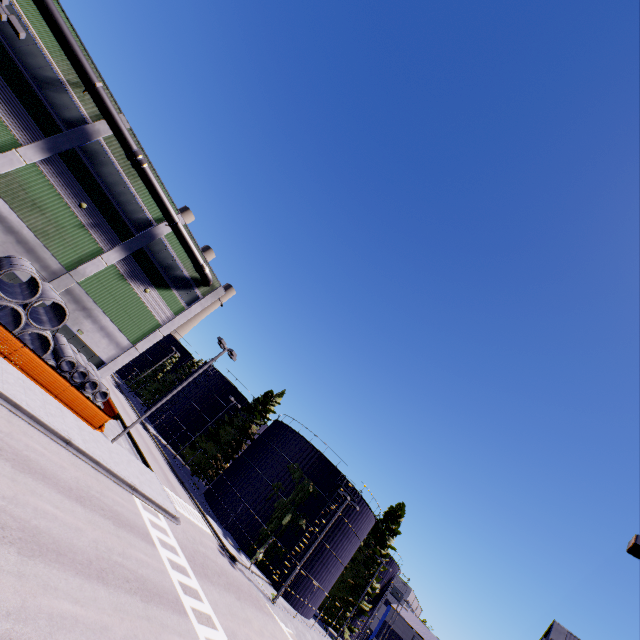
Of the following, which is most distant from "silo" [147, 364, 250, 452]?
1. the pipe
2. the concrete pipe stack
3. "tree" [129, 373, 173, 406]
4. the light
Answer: the light

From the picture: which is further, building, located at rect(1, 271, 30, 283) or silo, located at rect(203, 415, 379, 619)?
silo, located at rect(203, 415, 379, 619)

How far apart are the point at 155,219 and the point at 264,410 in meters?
29.1 m

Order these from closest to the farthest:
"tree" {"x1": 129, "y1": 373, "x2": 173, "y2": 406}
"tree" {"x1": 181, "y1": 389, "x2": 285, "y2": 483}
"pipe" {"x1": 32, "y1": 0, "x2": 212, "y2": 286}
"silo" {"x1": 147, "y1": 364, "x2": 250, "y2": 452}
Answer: "pipe" {"x1": 32, "y1": 0, "x2": 212, "y2": 286} < "tree" {"x1": 181, "y1": 389, "x2": 285, "y2": 483} < "silo" {"x1": 147, "y1": 364, "x2": 250, "y2": 452} < "tree" {"x1": 129, "y1": 373, "x2": 173, "y2": 406}

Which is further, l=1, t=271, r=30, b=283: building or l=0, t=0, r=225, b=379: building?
l=1, t=271, r=30, b=283: building

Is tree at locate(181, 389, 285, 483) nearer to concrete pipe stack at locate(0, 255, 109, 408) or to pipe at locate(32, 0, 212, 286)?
concrete pipe stack at locate(0, 255, 109, 408)

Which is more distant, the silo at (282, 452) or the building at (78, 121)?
the silo at (282, 452)

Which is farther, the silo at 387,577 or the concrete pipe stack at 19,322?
the silo at 387,577
